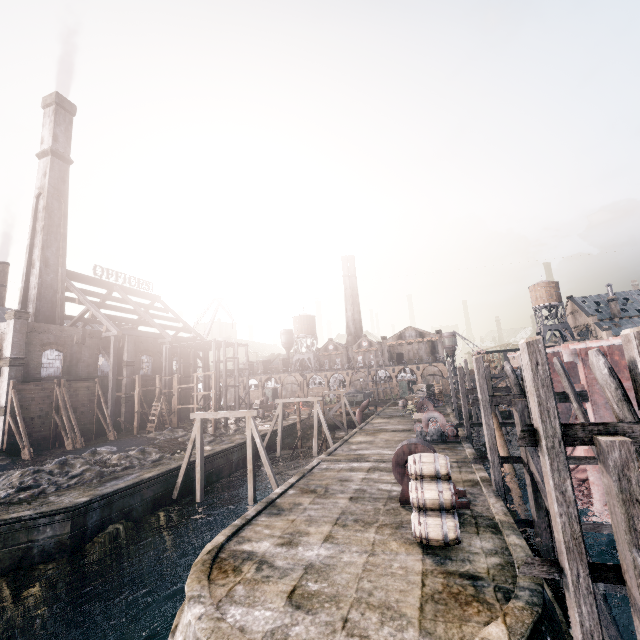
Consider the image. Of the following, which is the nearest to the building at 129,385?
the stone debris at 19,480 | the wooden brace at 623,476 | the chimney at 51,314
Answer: the chimney at 51,314

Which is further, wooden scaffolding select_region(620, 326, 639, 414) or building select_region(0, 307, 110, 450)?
building select_region(0, 307, 110, 450)

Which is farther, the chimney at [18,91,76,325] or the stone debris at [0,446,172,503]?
the chimney at [18,91,76,325]

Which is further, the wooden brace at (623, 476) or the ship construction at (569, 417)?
the ship construction at (569, 417)

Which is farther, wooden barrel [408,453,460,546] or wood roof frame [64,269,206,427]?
wood roof frame [64,269,206,427]

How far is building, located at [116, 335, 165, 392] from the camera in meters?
41.1

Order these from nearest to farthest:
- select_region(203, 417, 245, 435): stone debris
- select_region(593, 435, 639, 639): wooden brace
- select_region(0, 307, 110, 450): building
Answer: select_region(593, 435, 639, 639): wooden brace, select_region(0, 307, 110, 450): building, select_region(203, 417, 245, 435): stone debris

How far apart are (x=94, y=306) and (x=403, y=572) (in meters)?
45.31
